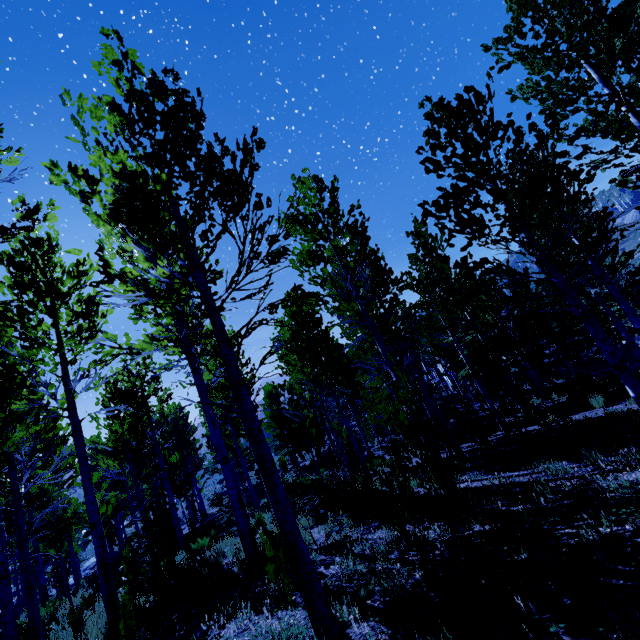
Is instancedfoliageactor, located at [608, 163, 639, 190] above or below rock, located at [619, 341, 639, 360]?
above

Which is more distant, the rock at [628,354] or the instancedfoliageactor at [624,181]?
the rock at [628,354]

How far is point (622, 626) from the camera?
1.80m

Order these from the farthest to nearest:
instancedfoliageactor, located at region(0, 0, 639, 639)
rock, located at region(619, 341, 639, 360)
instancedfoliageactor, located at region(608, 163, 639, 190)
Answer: rock, located at region(619, 341, 639, 360) → instancedfoliageactor, located at region(608, 163, 639, 190) → instancedfoliageactor, located at region(0, 0, 639, 639)

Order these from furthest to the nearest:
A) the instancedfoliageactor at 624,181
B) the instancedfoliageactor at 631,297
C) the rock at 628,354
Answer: the rock at 628,354 < the instancedfoliageactor at 624,181 < the instancedfoliageactor at 631,297

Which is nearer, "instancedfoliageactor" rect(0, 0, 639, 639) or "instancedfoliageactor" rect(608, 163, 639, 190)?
"instancedfoliageactor" rect(0, 0, 639, 639)

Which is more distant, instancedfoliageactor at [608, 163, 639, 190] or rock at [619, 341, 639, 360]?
rock at [619, 341, 639, 360]
